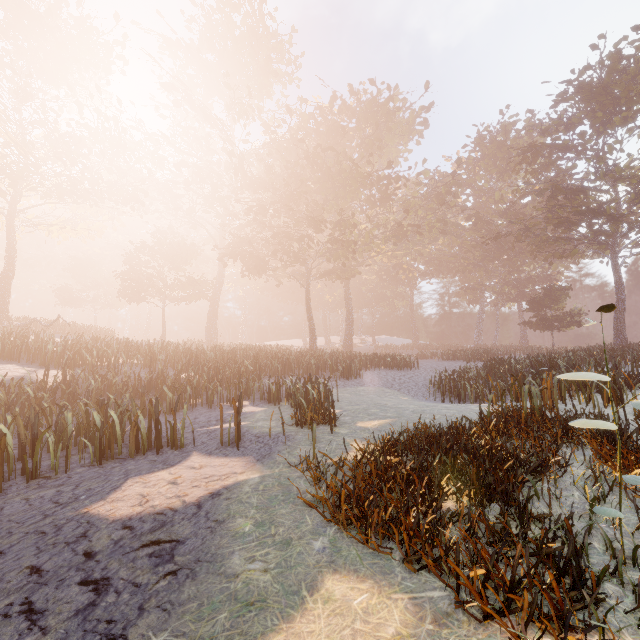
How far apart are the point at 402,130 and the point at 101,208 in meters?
37.5 m
